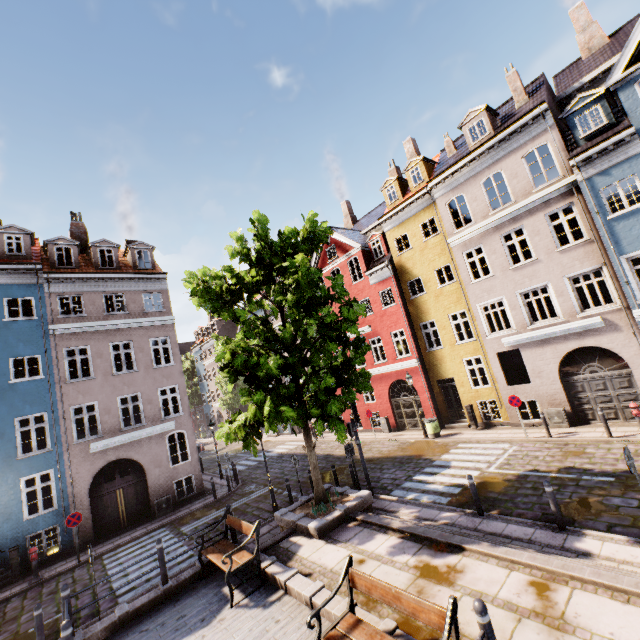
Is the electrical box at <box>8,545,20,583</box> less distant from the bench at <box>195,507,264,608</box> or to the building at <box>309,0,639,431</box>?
the building at <box>309,0,639,431</box>

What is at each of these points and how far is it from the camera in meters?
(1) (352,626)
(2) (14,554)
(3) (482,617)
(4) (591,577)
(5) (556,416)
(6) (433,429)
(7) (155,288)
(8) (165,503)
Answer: (1) bench, 5.1 m
(2) electrical box, 13.0 m
(3) bollard, 3.9 m
(4) stairs, 5.4 m
(5) electrical box, 14.6 m
(6) trash bin, 17.8 m
(7) building, 20.0 m
(8) electrical box, 16.7 m

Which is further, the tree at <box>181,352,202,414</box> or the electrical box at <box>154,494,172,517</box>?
the tree at <box>181,352,202,414</box>

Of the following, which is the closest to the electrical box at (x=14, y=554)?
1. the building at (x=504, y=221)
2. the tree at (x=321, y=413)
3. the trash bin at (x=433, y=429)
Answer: the building at (x=504, y=221)

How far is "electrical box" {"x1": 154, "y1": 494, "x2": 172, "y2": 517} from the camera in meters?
16.5 m

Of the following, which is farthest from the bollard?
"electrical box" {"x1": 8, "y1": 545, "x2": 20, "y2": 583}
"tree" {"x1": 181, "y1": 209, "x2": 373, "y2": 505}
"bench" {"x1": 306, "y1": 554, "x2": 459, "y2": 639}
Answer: "electrical box" {"x1": 8, "y1": 545, "x2": 20, "y2": 583}

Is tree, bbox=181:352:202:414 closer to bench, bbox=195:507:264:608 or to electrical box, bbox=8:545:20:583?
electrical box, bbox=8:545:20:583

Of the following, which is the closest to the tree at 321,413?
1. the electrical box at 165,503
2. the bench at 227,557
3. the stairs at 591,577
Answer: the stairs at 591,577
